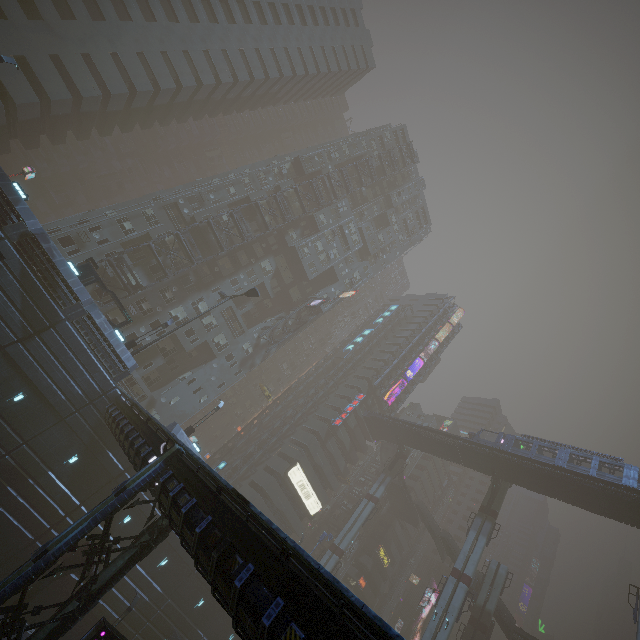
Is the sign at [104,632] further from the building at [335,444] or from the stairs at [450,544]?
the stairs at [450,544]

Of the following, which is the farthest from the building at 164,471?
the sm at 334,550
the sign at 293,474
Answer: the sm at 334,550

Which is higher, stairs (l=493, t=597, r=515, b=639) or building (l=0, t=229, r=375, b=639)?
stairs (l=493, t=597, r=515, b=639)

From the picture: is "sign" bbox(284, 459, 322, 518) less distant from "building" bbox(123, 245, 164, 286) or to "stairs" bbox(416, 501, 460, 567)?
"building" bbox(123, 245, 164, 286)

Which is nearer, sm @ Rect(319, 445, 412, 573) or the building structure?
the building structure

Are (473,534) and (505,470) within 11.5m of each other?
yes

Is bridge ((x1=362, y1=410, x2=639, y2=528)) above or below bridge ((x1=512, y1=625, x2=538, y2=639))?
above

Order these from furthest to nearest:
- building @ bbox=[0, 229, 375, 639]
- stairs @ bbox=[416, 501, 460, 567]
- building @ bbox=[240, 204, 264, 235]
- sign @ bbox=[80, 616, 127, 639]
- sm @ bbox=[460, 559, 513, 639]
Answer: stairs @ bbox=[416, 501, 460, 567] < building @ bbox=[240, 204, 264, 235] < sm @ bbox=[460, 559, 513, 639] < sign @ bbox=[80, 616, 127, 639] < building @ bbox=[0, 229, 375, 639]
